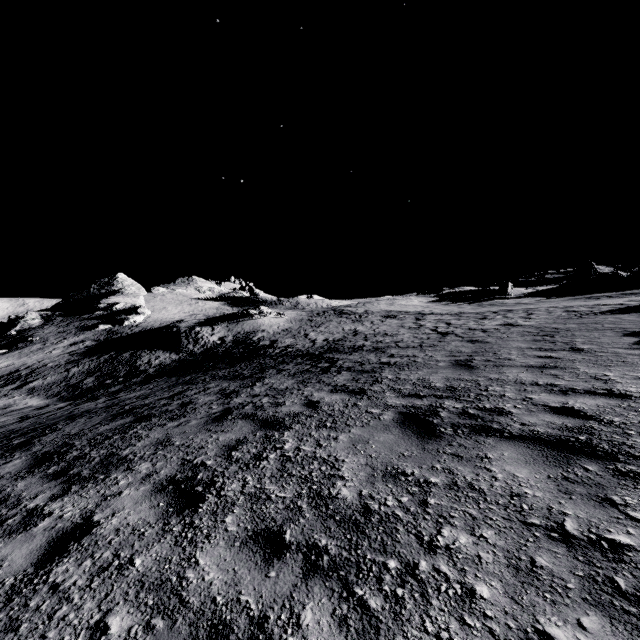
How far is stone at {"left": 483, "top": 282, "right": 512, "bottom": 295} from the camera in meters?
53.0 m

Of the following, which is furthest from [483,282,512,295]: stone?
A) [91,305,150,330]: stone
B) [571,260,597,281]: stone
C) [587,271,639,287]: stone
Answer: [91,305,150,330]: stone

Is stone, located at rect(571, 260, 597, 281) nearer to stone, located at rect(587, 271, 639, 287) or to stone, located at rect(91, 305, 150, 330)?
stone, located at rect(587, 271, 639, 287)

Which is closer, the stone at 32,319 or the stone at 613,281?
the stone at 613,281

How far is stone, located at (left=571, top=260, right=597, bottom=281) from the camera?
53.7 meters

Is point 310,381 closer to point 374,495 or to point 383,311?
point 374,495

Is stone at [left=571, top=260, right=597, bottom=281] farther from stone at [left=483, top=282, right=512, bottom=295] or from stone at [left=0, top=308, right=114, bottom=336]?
stone at [left=0, top=308, right=114, bottom=336]

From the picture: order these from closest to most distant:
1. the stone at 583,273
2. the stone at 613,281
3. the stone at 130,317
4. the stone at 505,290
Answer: the stone at 613,281 → the stone at 130,317 → the stone at 505,290 → the stone at 583,273
